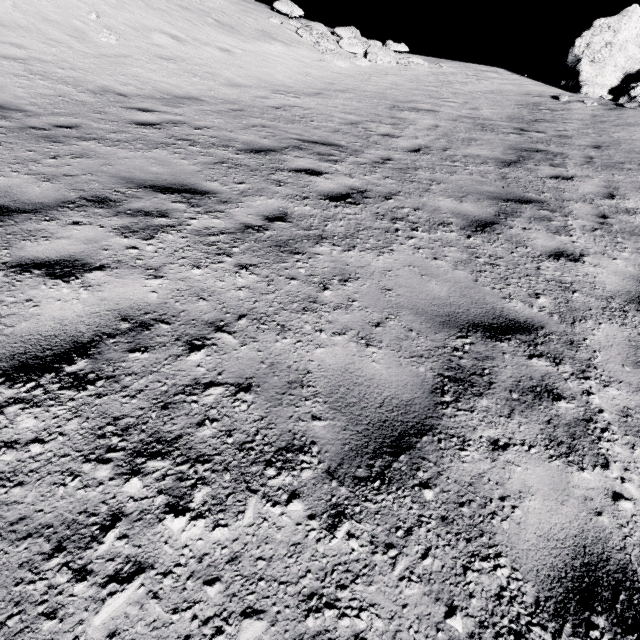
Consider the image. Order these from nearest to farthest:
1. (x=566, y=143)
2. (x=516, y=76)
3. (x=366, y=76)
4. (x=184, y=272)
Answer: (x=184, y=272) < (x=566, y=143) < (x=366, y=76) < (x=516, y=76)

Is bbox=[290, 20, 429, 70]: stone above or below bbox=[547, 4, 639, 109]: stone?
below

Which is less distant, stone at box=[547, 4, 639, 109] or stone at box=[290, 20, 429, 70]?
stone at box=[547, 4, 639, 109]

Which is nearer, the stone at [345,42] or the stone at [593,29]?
the stone at [593,29]

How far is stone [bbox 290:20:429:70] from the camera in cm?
1474

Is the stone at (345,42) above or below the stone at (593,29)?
below
